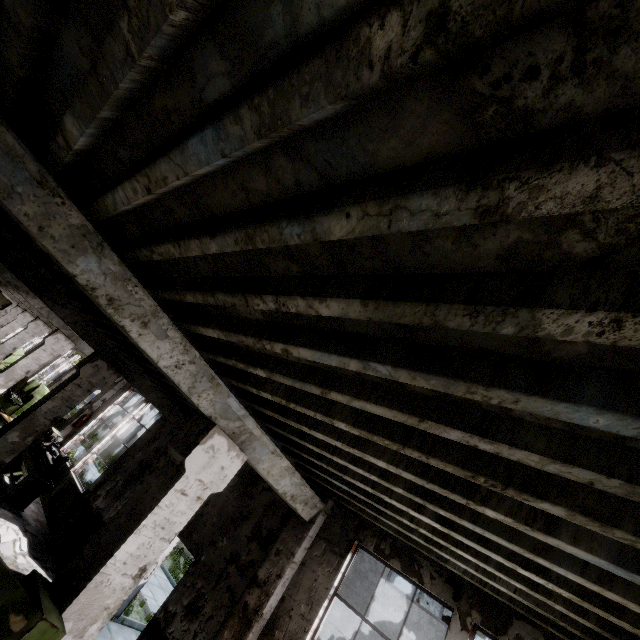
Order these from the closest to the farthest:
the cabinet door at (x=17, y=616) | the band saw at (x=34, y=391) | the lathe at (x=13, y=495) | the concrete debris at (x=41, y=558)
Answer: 1. the cabinet door at (x=17, y=616)
2. the concrete debris at (x=41, y=558)
3. the lathe at (x=13, y=495)
4. the band saw at (x=34, y=391)

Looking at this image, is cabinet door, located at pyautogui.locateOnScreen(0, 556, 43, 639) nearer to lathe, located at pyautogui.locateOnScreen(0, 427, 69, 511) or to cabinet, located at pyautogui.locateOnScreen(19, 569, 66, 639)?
cabinet, located at pyautogui.locateOnScreen(19, 569, 66, 639)

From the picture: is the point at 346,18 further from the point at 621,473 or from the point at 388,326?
the point at 621,473

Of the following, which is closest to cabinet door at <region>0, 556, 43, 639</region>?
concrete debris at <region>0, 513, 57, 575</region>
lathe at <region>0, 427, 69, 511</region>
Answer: concrete debris at <region>0, 513, 57, 575</region>

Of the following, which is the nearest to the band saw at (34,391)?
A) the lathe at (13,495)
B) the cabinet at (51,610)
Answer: the lathe at (13,495)

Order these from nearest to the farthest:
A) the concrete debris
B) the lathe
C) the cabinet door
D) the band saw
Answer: the cabinet door → the concrete debris → the lathe → the band saw

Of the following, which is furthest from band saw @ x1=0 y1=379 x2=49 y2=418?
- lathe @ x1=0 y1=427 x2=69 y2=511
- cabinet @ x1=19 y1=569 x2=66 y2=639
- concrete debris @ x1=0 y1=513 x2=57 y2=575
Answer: cabinet @ x1=19 y1=569 x2=66 y2=639

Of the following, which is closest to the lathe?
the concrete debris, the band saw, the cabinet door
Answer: the concrete debris
